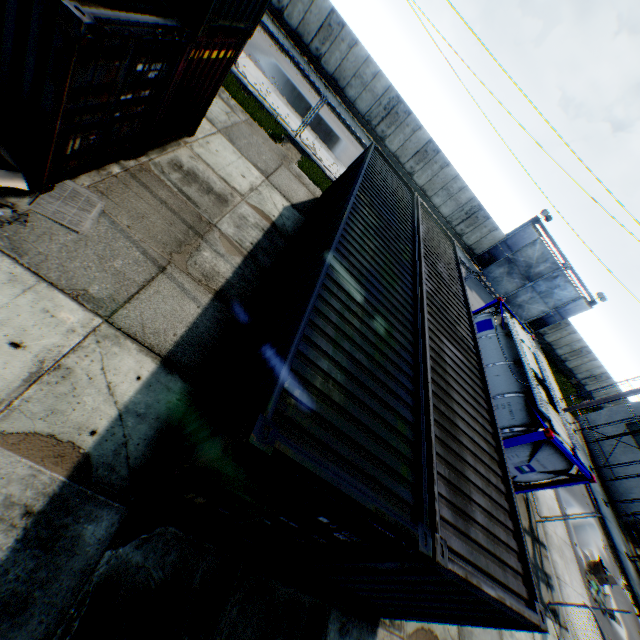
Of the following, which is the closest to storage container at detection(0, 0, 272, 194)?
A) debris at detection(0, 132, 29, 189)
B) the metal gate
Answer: debris at detection(0, 132, 29, 189)

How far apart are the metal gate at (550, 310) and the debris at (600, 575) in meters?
22.6

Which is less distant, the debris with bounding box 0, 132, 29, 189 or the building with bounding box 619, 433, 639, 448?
the debris with bounding box 0, 132, 29, 189

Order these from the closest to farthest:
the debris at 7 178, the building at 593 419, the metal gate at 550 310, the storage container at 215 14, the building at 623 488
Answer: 1. the storage container at 215 14
2. the debris at 7 178
3. the building at 623 488
4. the building at 593 419
5. the metal gate at 550 310

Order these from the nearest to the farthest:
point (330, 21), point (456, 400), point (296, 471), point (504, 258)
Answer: point (296, 471), point (456, 400), point (330, 21), point (504, 258)

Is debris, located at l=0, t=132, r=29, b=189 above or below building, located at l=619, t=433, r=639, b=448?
below

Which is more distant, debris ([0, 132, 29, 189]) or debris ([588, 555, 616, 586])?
debris ([588, 555, 616, 586])

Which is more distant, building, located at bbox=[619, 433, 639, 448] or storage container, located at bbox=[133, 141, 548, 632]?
building, located at bbox=[619, 433, 639, 448]
